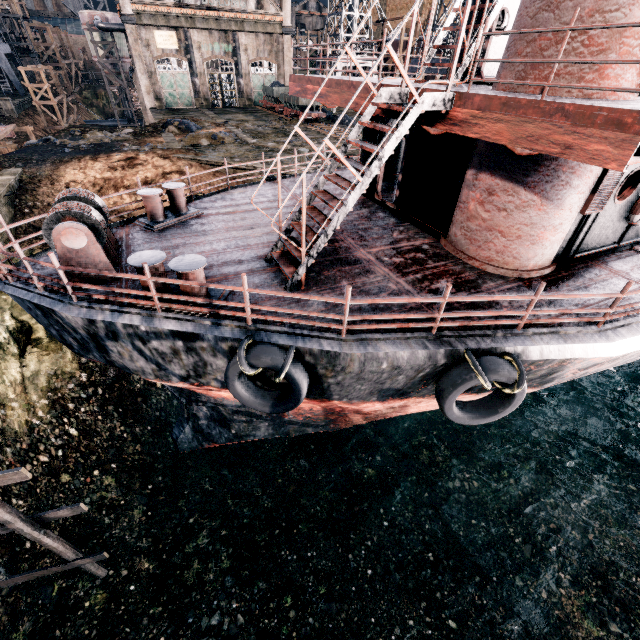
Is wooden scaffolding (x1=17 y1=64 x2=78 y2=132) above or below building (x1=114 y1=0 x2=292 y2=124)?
below

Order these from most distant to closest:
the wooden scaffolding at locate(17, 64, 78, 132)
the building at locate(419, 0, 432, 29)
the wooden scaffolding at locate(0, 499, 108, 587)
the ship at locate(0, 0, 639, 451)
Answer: the building at locate(419, 0, 432, 29) → the wooden scaffolding at locate(17, 64, 78, 132) → the wooden scaffolding at locate(0, 499, 108, 587) → the ship at locate(0, 0, 639, 451)

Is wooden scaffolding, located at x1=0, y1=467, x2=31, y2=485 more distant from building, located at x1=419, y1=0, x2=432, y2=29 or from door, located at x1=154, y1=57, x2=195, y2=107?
door, located at x1=154, y1=57, x2=195, y2=107

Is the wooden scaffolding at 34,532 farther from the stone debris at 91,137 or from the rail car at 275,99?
the rail car at 275,99

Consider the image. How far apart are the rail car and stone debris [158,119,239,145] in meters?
11.8 m

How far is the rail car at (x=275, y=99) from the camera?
33.91m

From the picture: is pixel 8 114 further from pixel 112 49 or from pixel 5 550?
pixel 5 550

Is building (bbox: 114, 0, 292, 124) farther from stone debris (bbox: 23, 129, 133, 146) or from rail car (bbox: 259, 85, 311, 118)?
stone debris (bbox: 23, 129, 133, 146)
